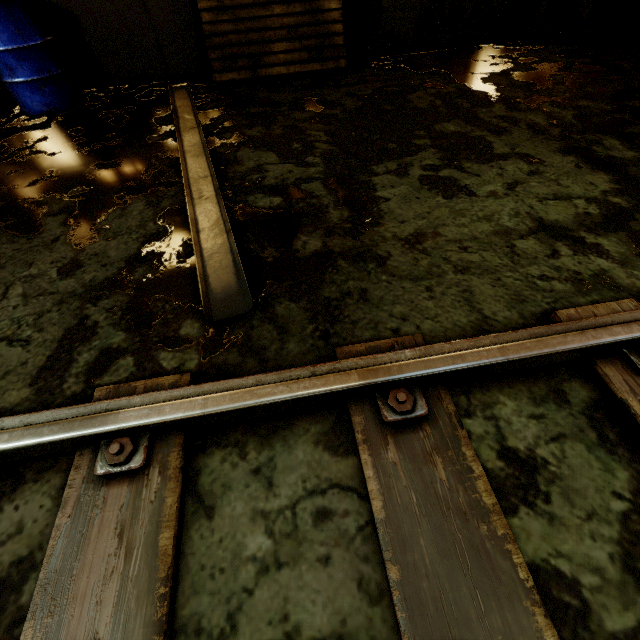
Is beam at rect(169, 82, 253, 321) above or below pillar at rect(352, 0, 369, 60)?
below

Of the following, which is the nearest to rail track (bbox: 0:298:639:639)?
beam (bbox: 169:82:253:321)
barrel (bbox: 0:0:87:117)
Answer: beam (bbox: 169:82:253:321)

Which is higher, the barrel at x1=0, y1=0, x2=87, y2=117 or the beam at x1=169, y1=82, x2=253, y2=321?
the barrel at x1=0, y1=0, x2=87, y2=117

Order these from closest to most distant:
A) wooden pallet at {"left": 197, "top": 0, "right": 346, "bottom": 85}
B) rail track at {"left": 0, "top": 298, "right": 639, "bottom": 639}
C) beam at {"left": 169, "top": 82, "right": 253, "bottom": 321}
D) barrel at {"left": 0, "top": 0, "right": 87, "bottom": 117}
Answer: rail track at {"left": 0, "top": 298, "right": 639, "bottom": 639} < beam at {"left": 169, "top": 82, "right": 253, "bottom": 321} < barrel at {"left": 0, "top": 0, "right": 87, "bottom": 117} < wooden pallet at {"left": 197, "top": 0, "right": 346, "bottom": 85}

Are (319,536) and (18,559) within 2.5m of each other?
yes

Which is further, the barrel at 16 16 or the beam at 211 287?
the barrel at 16 16

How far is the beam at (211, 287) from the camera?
1.58m

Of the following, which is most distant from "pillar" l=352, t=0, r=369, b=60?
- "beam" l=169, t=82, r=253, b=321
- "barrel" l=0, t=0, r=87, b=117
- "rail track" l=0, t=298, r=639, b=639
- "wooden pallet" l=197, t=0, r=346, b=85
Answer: "rail track" l=0, t=298, r=639, b=639
